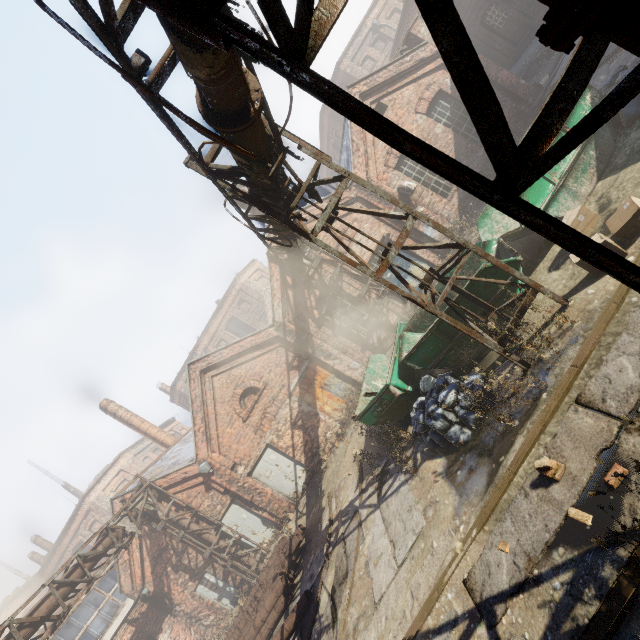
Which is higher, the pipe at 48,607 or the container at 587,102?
the pipe at 48,607

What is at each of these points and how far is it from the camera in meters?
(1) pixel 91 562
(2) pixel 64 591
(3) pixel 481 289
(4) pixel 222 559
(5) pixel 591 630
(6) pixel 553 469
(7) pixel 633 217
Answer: (1) pipe, 10.3 m
(2) pipe, 9.2 m
(3) container, 6.8 m
(4) scaffolding, 13.8 m
(5) track, 2.9 m
(6) instancedfoliageactor, 4.1 m
(7) carton, 5.0 m

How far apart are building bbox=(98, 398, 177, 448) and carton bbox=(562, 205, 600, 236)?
22.38m

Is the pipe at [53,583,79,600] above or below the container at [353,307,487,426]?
above

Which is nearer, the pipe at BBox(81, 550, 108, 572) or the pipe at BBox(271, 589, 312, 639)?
the pipe at BBox(271, 589, 312, 639)

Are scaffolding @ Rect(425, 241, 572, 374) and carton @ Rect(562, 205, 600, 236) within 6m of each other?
yes

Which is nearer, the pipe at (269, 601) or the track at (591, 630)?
the track at (591, 630)

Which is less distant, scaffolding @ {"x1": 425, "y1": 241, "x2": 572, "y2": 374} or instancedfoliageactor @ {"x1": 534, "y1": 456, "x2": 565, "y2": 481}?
instancedfoliageactor @ {"x1": 534, "y1": 456, "x2": 565, "y2": 481}
